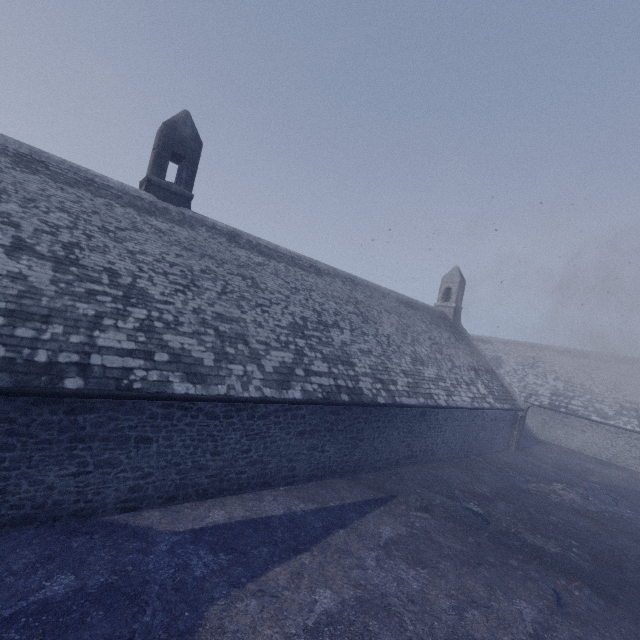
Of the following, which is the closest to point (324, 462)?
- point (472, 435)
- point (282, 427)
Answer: point (282, 427)
